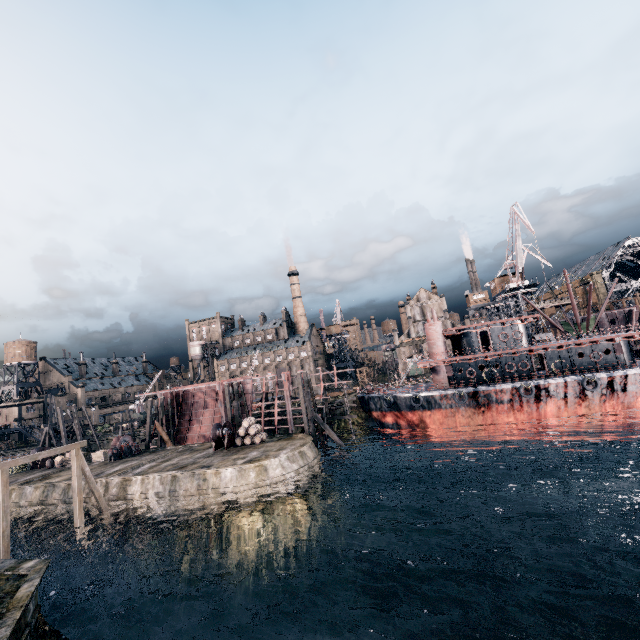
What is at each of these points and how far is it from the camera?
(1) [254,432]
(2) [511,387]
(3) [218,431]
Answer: (1) wooden barrel, 32.6 meters
(2) ship, 34.5 meters
(3) pulley, 33.4 meters

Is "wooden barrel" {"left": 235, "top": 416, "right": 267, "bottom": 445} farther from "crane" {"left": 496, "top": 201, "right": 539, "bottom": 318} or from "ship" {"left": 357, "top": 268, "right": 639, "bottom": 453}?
"crane" {"left": 496, "top": 201, "right": 539, "bottom": 318}

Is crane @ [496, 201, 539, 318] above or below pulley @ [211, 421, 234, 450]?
above

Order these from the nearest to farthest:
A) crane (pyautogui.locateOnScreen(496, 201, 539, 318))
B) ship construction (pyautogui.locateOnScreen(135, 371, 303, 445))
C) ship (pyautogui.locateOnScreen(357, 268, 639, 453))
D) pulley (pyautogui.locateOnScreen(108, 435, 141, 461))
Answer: ship (pyautogui.locateOnScreen(357, 268, 639, 453)), pulley (pyautogui.locateOnScreen(108, 435, 141, 461)), ship construction (pyautogui.locateOnScreen(135, 371, 303, 445)), crane (pyautogui.locateOnScreen(496, 201, 539, 318))

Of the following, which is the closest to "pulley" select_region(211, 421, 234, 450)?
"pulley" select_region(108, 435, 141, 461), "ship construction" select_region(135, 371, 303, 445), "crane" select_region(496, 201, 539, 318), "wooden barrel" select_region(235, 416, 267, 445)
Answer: "wooden barrel" select_region(235, 416, 267, 445)

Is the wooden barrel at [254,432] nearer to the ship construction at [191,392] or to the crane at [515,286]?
the ship construction at [191,392]

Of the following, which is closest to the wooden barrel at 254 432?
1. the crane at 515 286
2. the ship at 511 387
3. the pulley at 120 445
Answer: the pulley at 120 445

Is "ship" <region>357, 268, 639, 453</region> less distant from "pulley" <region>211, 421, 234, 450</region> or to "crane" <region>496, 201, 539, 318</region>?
"crane" <region>496, 201, 539, 318</region>
